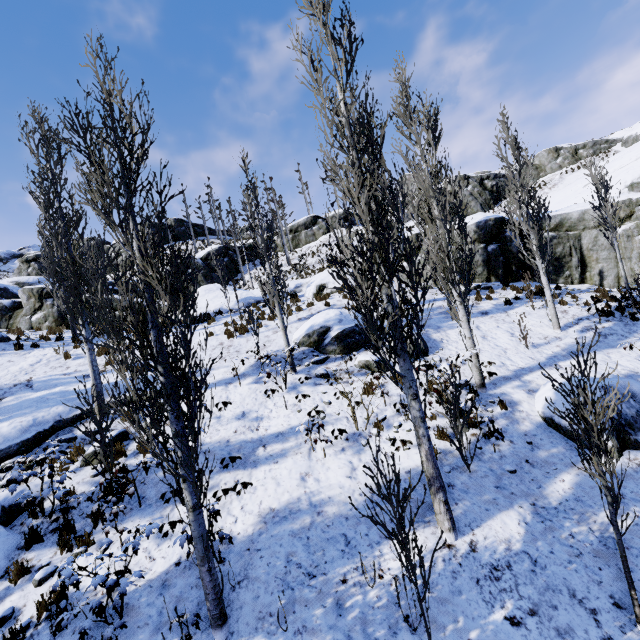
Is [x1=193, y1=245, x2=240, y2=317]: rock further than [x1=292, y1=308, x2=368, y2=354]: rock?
Yes

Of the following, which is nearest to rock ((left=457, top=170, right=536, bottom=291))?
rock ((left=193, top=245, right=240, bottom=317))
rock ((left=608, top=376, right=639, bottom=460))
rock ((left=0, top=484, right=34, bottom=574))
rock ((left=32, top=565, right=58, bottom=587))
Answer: rock ((left=608, top=376, right=639, bottom=460))

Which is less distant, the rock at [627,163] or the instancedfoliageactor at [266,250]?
the instancedfoliageactor at [266,250]

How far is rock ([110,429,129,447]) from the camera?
8.7 meters

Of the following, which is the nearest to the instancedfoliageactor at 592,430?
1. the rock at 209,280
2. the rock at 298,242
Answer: the rock at 209,280

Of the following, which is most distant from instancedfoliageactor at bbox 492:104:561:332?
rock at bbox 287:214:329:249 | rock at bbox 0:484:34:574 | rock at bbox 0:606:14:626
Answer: rock at bbox 287:214:329:249

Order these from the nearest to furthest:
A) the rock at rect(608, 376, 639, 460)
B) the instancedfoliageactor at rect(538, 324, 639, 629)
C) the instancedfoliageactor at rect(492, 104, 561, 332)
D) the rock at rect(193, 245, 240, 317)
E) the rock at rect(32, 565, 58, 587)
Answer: the instancedfoliageactor at rect(538, 324, 639, 629), the rock at rect(32, 565, 58, 587), the rock at rect(608, 376, 639, 460), the instancedfoliageactor at rect(492, 104, 561, 332), the rock at rect(193, 245, 240, 317)

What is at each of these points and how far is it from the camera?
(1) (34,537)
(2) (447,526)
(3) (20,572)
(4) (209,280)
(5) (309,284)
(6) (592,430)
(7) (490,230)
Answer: (1) instancedfoliageactor, 6.4m
(2) instancedfoliageactor, 5.7m
(3) instancedfoliageactor, 5.9m
(4) rock, 33.6m
(5) rock, 18.9m
(6) instancedfoliageactor, 4.4m
(7) rock, 17.5m
